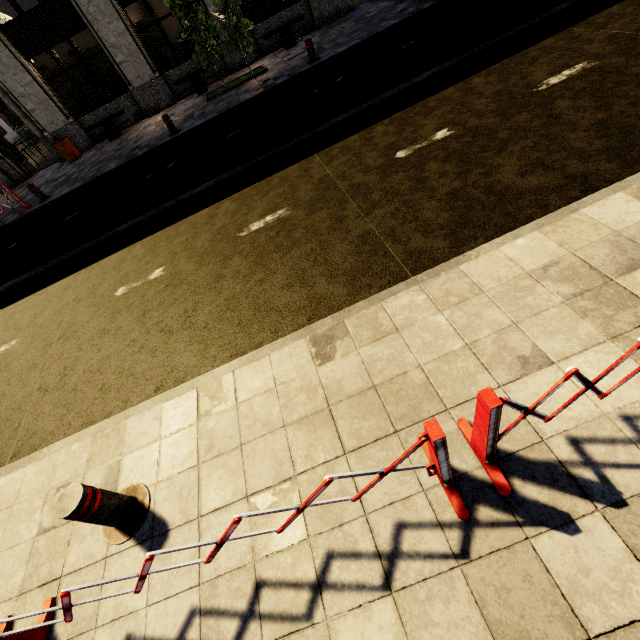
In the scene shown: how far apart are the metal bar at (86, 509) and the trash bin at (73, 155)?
15.6m

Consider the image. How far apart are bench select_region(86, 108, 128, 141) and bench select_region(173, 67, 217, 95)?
2.34m

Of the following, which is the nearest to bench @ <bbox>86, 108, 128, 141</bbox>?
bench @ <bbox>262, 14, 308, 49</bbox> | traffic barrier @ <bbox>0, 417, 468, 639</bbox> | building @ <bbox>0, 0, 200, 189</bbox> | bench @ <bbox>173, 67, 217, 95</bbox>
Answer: building @ <bbox>0, 0, 200, 189</bbox>

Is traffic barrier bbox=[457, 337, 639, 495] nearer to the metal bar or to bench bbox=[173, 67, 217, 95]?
the metal bar

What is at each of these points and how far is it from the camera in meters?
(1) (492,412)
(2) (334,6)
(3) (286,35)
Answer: (1) traffic barrier, 1.5 m
(2) building, 12.9 m
(3) bench, 12.8 m

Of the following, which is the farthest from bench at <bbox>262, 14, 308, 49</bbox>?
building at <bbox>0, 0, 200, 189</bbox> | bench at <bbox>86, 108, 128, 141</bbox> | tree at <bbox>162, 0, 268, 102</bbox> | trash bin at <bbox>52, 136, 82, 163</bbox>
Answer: trash bin at <bbox>52, 136, 82, 163</bbox>

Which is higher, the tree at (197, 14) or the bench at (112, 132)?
the tree at (197, 14)

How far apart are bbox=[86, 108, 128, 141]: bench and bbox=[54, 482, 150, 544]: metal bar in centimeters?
1519cm
